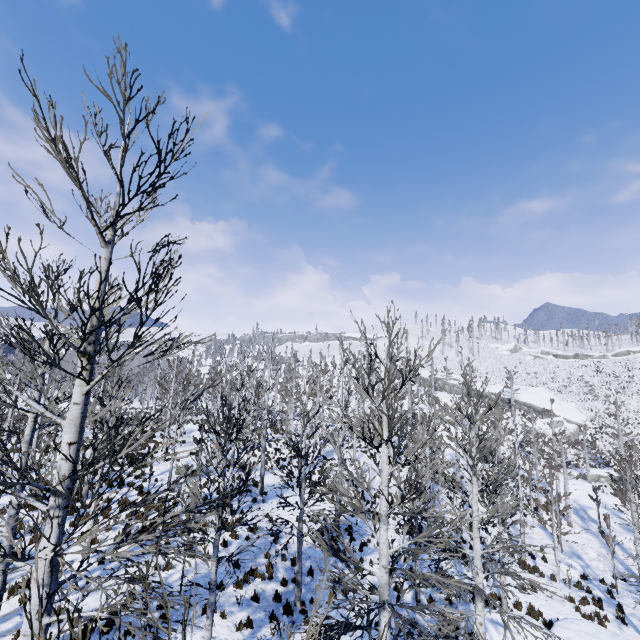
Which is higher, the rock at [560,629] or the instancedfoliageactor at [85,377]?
the instancedfoliageactor at [85,377]

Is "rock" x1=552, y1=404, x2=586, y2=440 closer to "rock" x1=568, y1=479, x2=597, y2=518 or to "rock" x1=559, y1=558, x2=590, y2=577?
"rock" x1=568, y1=479, x2=597, y2=518

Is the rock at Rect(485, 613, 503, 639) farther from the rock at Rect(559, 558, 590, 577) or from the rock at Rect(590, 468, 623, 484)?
the rock at Rect(590, 468, 623, 484)

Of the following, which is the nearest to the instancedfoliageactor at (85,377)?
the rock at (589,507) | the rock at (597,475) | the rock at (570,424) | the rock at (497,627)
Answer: the rock at (497,627)

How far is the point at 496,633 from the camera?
12.3m

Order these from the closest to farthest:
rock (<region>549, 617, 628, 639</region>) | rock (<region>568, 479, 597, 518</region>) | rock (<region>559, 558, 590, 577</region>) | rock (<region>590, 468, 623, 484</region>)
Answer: rock (<region>549, 617, 628, 639</region>), rock (<region>559, 558, 590, 577</region>), rock (<region>568, 479, 597, 518</region>), rock (<region>590, 468, 623, 484</region>)

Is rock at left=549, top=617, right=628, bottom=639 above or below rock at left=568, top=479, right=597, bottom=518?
above
